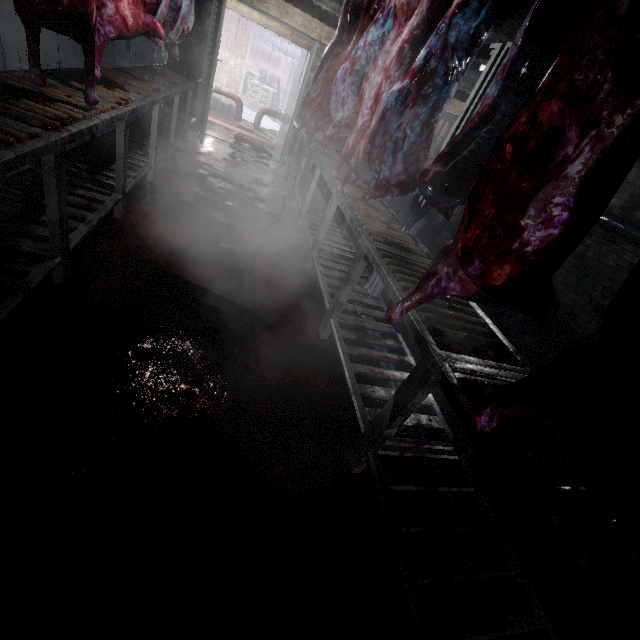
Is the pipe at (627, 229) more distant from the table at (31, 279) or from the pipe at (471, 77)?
the table at (31, 279)

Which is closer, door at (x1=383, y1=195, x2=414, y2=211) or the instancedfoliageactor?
door at (x1=383, y1=195, x2=414, y2=211)

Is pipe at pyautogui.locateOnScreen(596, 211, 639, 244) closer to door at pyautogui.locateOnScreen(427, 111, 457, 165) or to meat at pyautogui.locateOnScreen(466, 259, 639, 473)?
door at pyautogui.locateOnScreen(427, 111, 457, 165)

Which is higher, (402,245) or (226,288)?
(402,245)

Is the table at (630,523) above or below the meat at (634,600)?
below

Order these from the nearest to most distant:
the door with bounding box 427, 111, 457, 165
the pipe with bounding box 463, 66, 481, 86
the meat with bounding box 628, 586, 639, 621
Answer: the meat with bounding box 628, 586, 639, 621, the pipe with bounding box 463, 66, 481, 86, the door with bounding box 427, 111, 457, 165

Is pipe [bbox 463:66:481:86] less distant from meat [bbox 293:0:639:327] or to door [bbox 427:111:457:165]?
door [bbox 427:111:457:165]

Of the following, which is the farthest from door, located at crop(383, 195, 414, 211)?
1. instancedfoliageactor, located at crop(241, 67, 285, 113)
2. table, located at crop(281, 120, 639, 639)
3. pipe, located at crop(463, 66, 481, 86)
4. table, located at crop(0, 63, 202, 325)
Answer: instancedfoliageactor, located at crop(241, 67, 285, 113)
